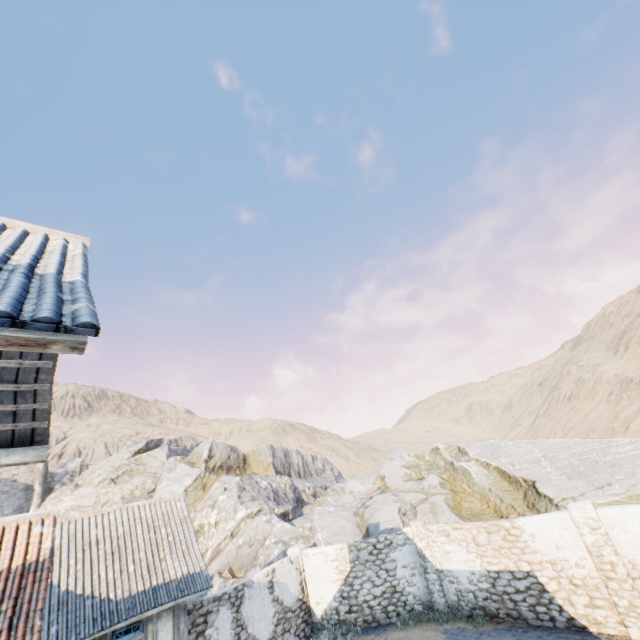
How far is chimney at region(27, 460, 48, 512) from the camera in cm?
3375

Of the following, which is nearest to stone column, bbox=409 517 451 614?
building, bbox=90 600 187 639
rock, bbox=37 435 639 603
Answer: rock, bbox=37 435 639 603

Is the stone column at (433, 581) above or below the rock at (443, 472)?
below

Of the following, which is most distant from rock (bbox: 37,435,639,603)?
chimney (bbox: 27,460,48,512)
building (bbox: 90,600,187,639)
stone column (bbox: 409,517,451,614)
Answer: building (bbox: 90,600,187,639)

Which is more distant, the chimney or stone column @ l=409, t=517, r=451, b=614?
the chimney

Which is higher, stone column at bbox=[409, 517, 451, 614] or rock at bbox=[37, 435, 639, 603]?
rock at bbox=[37, 435, 639, 603]

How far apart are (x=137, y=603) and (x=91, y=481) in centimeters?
3444cm

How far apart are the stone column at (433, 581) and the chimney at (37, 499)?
40.23m
